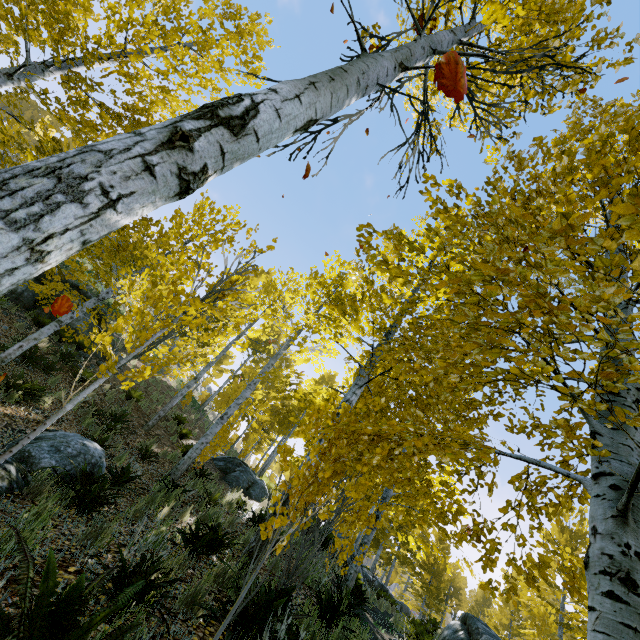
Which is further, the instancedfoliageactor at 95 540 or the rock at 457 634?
the rock at 457 634

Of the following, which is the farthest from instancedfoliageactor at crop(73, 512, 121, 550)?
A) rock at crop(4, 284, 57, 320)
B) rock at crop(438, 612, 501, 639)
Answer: rock at crop(4, 284, 57, 320)

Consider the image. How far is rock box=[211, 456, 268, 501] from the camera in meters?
12.8 m

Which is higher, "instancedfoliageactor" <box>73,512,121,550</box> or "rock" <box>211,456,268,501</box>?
"rock" <box>211,456,268,501</box>

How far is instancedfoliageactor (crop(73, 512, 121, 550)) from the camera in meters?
3.5 m

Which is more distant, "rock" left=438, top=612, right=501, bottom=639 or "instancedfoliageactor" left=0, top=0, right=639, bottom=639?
"rock" left=438, top=612, right=501, bottom=639

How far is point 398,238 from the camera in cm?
242

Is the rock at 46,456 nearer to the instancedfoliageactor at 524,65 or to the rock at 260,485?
the instancedfoliageactor at 524,65
